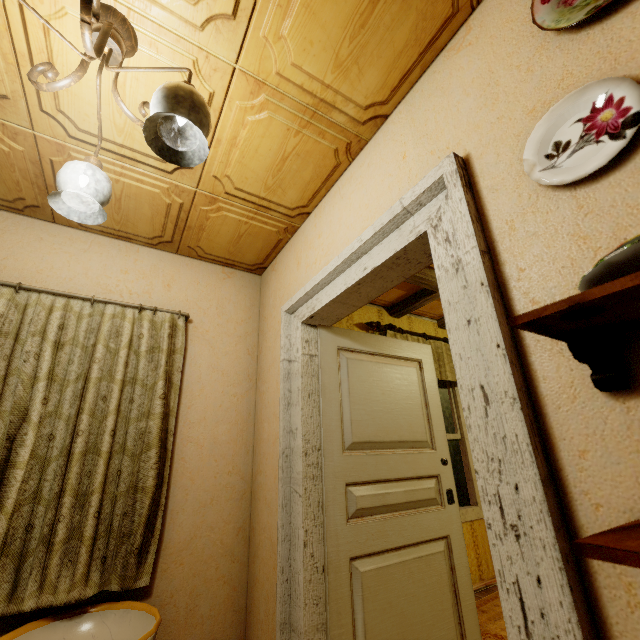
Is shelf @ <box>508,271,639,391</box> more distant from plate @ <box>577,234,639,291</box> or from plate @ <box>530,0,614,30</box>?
plate @ <box>530,0,614,30</box>

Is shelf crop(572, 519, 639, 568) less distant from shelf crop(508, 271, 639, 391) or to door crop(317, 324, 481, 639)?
shelf crop(508, 271, 639, 391)

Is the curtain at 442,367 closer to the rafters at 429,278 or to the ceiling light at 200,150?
the rafters at 429,278

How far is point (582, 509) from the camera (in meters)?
0.73

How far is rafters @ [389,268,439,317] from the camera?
3.1m

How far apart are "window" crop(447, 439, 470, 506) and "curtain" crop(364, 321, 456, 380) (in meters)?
0.22

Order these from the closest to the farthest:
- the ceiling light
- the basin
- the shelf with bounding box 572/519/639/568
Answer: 1. the shelf with bounding box 572/519/639/568
2. the ceiling light
3. the basin

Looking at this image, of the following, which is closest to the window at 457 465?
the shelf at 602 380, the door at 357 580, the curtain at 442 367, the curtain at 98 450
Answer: the curtain at 442 367
